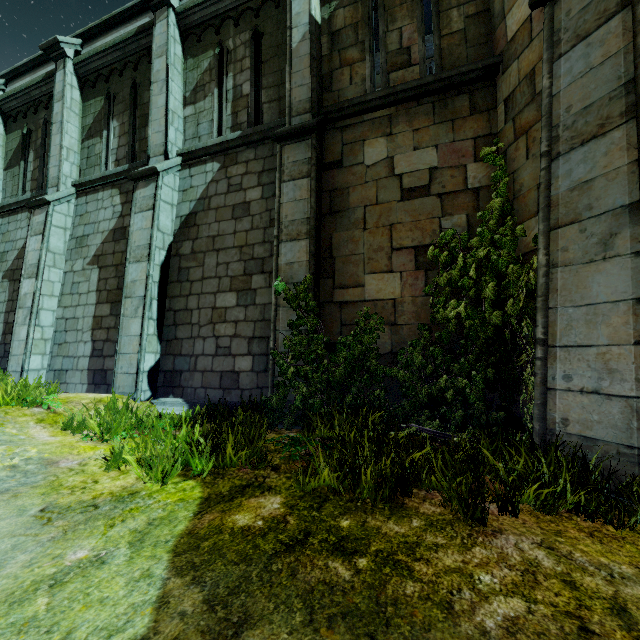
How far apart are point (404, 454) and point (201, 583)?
1.89m
